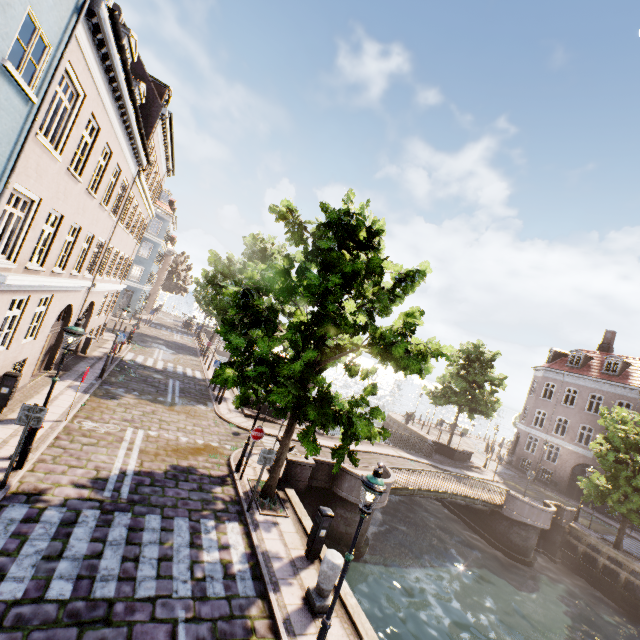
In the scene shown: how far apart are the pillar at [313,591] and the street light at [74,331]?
7.61m

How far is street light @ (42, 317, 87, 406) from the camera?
8.06m

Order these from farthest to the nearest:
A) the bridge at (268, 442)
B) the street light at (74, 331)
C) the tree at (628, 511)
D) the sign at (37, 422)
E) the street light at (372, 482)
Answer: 1. the tree at (628, 511)
2. the bridge at (268, 442)
3. the street light at (74, 331)
4. the sign at (37, 422)
5. the street light at (372, 482)

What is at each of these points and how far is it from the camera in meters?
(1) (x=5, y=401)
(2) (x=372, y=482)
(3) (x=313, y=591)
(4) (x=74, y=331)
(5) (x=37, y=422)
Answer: (1) electrical box, 10.0 m
(2) street light, 5.5 m
(3) pillar, 7.2 m
(4) street light, 8.1 m
(5) sign, 7.4 m

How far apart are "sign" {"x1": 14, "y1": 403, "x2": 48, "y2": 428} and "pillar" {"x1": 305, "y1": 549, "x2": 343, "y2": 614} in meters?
7.2

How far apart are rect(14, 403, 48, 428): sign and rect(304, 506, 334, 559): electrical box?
7.1 meters

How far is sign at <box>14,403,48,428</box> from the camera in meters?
7.3

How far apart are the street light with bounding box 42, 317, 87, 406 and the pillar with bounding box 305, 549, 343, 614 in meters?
7.6 m
